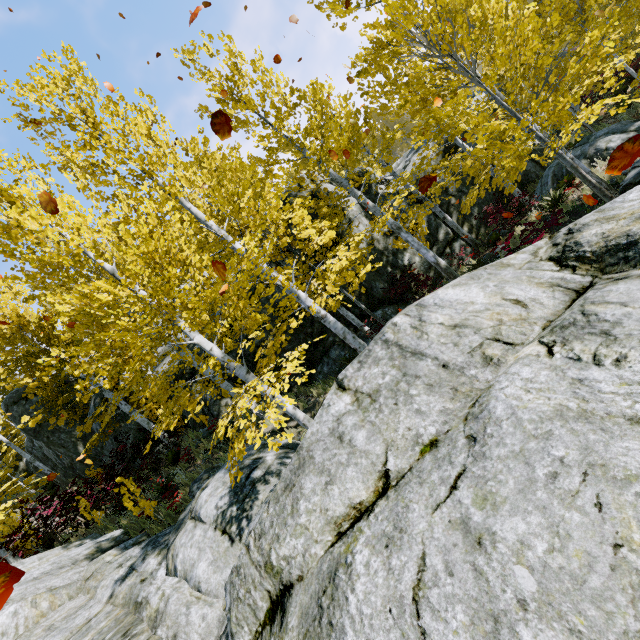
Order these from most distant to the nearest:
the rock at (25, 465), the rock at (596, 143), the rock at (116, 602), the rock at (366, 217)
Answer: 1. the rock at (25, 465)
2. the rock at (366, 217)
3. the rock at (596, 143)
4. the rock at (116, 602)

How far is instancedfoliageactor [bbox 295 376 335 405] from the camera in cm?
502

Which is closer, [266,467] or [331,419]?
[331,419]

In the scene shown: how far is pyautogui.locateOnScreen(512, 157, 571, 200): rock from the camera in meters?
12.6

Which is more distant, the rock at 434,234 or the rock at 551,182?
Result: the rock at 434,234

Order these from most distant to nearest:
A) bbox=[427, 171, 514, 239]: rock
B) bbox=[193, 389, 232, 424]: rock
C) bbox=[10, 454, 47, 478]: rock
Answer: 1. bbox=[10, 454, 47, 478]: rock
2. bbox=[427, 171, 514, 239]: rock
3. bbox=[193, 389, 232, 424]: rock

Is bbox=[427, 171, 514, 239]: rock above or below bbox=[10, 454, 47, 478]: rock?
below
